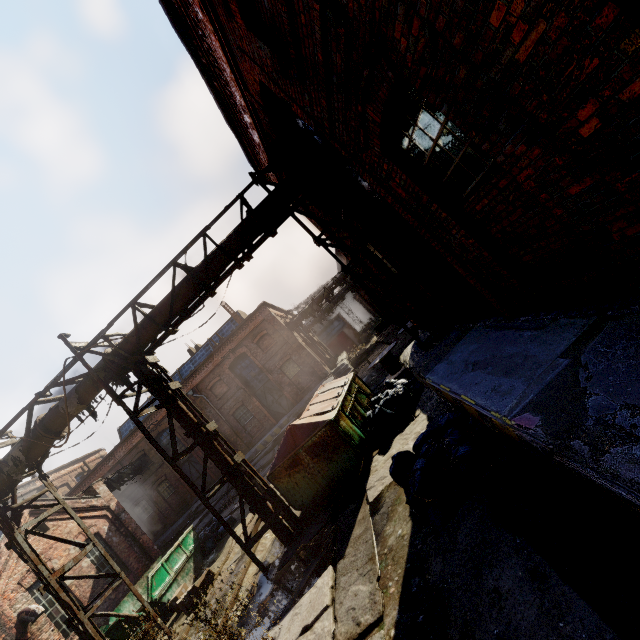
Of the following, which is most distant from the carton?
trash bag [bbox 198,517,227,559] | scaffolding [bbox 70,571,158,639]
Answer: trash bag [bbox 198,517,227,559]

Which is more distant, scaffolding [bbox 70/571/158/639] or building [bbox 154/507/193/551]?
building [bbox 154/507/193/551]

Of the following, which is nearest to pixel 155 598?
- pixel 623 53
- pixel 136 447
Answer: pixel 623 53

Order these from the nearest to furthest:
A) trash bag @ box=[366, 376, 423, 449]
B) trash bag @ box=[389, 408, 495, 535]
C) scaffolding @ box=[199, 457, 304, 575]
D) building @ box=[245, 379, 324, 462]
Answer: trash bag @ box=[389, 408, 495, 535] < scaffolding @ box=[199, 457, 304, 575] < trash bag @ box=[366, 376, 423, 449] < building @ box=[245, 379, 324, 462]

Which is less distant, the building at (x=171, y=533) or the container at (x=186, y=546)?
the container at (x=186, y=546)

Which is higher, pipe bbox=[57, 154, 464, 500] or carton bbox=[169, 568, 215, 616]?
pipe bbox=[57, 154, 464, 500]

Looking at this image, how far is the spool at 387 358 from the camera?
12.30m

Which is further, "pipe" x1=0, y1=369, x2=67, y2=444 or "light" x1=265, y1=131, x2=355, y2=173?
"pipe" x1=0, y1=369, x2=67, y2=444
